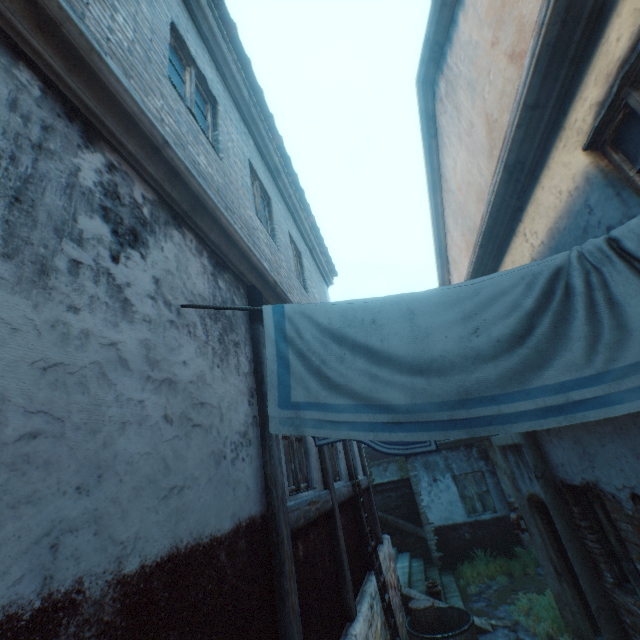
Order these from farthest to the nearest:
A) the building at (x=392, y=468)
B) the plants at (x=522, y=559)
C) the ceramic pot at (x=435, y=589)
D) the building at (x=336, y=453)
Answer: the building at (x=392, y=468)
the plants at (x=522, y=559)
the ceramic pot at (x=435, y=589)
the building at (x=336, y=453)

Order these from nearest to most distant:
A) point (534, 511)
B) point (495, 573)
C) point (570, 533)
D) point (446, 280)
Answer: point (570, 533) < point (534, 511) < point (446, 280) < point (495, 573)

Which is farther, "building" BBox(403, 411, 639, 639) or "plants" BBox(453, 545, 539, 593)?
"plants" BBox(453, 545, 539, 593)

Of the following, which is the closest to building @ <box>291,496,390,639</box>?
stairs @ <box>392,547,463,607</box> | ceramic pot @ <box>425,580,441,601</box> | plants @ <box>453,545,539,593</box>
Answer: stairs @ <box>392,547,463,607</box>

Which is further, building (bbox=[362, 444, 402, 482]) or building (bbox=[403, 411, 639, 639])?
building (bbox=[362, 444, 402, 482])

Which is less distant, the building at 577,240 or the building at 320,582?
the building at 577,240

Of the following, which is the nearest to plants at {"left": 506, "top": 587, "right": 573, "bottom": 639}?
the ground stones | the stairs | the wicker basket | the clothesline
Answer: the ground stones
